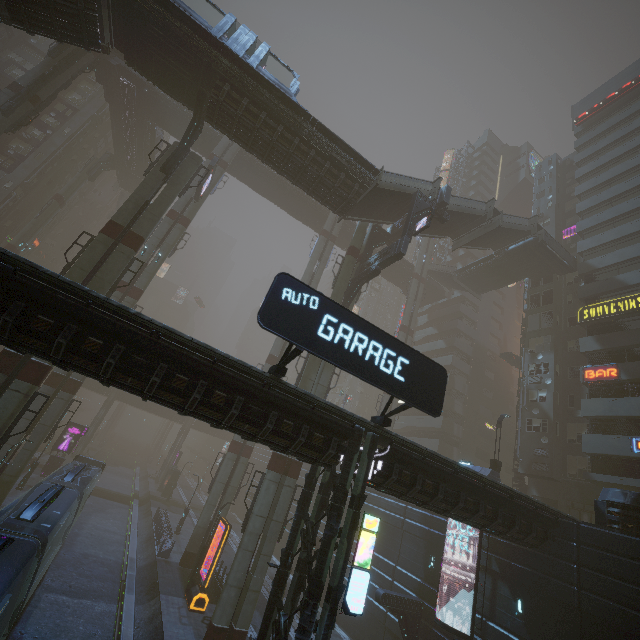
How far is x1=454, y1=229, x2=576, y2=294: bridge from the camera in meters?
33.9

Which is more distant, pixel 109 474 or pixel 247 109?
pixel 109 474

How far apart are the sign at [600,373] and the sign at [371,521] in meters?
25.5 m

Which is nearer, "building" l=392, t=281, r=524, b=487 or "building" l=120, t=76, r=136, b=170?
"building" l=120, t=76, r=136, b=170

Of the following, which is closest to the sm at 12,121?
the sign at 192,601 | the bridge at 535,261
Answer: the sign at 192,601

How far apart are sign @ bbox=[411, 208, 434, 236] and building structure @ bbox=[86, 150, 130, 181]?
46.37m

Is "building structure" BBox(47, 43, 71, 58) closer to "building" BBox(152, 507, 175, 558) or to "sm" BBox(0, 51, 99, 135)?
"sm" BBox(0, 51, 99, 135)

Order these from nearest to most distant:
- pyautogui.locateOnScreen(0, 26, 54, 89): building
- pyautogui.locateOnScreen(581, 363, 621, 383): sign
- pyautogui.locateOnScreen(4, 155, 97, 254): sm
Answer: pyautogui.locateOnScreen(581, 363, 621, 383): sign
pyautogui.locateOnScreen(4, 155, 97, 254): sm
pyautogui.locateOnScreen(0, 26, 54, 89): building
